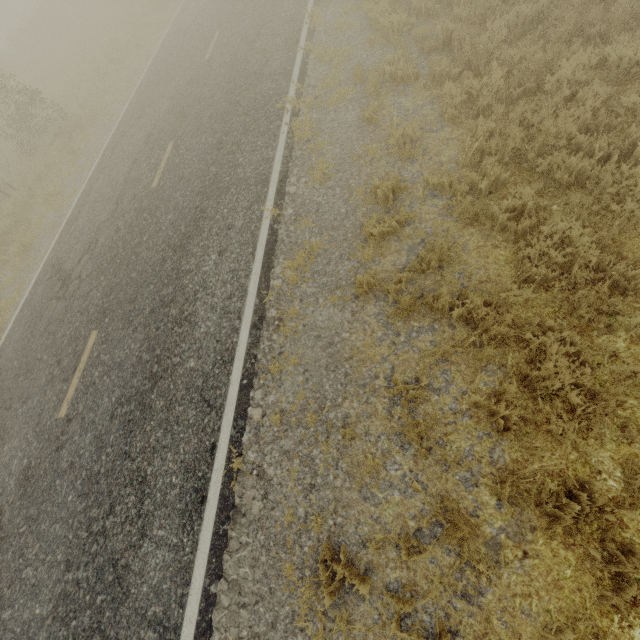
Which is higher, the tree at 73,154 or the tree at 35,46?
the tree at 35,46

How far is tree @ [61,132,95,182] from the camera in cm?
1142

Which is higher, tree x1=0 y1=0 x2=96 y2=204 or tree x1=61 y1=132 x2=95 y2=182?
tree x1=0 y1=0 x2=96 y2=204

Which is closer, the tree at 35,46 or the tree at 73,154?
the tree at 73,154

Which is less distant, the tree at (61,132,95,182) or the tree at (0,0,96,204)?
the tree at (61,132,95,182)

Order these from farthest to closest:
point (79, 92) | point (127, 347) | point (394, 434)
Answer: point (79, 92) → point (127, 347) → point (394, 434)
